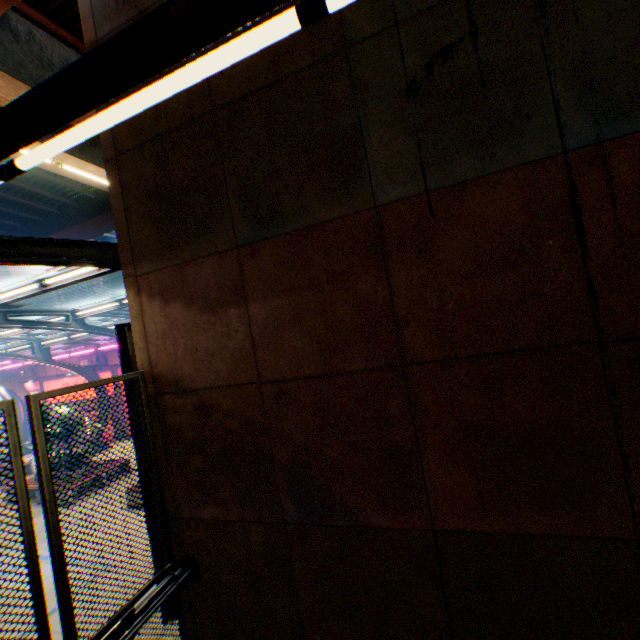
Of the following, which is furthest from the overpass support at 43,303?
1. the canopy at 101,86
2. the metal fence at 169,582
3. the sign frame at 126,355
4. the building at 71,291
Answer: the building at 71,291

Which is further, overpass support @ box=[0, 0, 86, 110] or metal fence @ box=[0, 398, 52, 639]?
overpass support @ box=[0, 0, 86, 110]

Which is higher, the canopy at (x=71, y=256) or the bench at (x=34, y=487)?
the canopy at (x=71, y=256)

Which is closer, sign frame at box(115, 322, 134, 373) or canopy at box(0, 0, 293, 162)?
canopy at box(0, 0, 293, 162)

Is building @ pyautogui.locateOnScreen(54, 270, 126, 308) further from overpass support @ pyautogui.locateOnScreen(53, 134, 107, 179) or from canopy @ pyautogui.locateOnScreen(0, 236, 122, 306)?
canopy @ pyautogui.locateOnScreen(0, 236, 122, 306)

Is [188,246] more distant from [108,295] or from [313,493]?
[108,295]

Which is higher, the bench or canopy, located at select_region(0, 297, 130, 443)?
canopy, located at select_region(0, 297, 130, 443)

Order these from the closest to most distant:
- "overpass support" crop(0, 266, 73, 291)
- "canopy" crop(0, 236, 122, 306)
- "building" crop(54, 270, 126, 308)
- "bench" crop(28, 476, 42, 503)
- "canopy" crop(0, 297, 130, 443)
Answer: "canopy" crop(0, 236, 122, 306) → "canopy" crop(0, 297, 130, 443) → "bench" crop(28, 476, 42, 503) → "overpass support" crop(0, 266, 73, 291) → "building" crop(54, 270, 126, 308)
